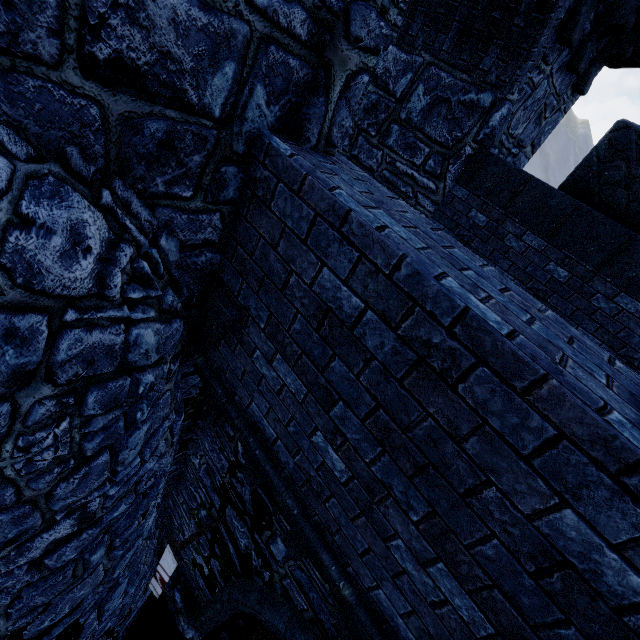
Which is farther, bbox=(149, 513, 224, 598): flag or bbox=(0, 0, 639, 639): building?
bbox=(149, 513, 224, 598): flag

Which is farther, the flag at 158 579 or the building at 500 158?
the flag at 158 579

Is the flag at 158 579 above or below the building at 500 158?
below

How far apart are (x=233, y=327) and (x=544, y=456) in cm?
266

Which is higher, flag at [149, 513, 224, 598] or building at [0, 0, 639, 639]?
building at [0, 0, 639, 639]

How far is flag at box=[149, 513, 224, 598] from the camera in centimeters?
450cm
